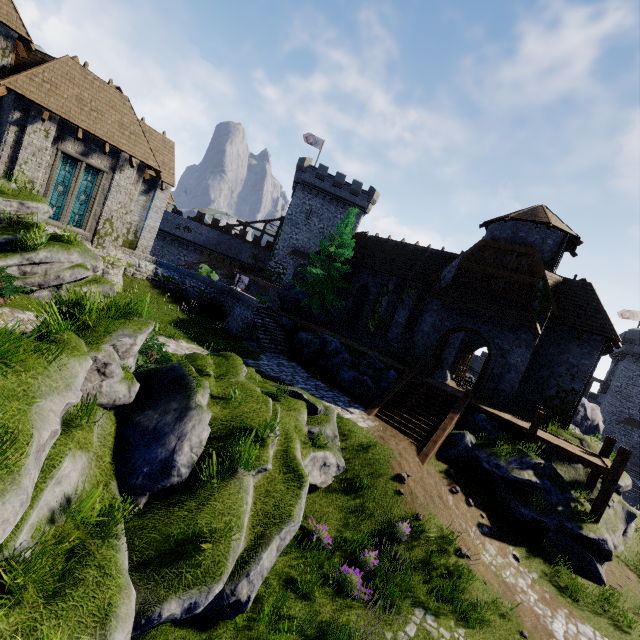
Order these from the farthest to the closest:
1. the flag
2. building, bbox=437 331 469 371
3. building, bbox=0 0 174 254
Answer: the flag, building, bbox=437 331 469 371, building, bbox=0 0 174 254

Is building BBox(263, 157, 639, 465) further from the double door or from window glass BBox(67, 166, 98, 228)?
window glass BBox(67, 166, 98, 228)

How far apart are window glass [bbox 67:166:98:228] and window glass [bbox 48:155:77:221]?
0.2 meters

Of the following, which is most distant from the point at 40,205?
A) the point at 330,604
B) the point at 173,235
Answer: the point at 173,235

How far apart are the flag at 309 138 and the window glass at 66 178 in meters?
32.3

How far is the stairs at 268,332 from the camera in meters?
19.8 m

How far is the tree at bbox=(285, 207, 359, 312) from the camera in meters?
24.7

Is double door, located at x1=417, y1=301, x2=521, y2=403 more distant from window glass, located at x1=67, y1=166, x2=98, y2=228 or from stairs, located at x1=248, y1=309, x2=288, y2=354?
window glass, located at x1=67, y1=166, x2=98, y2=228
